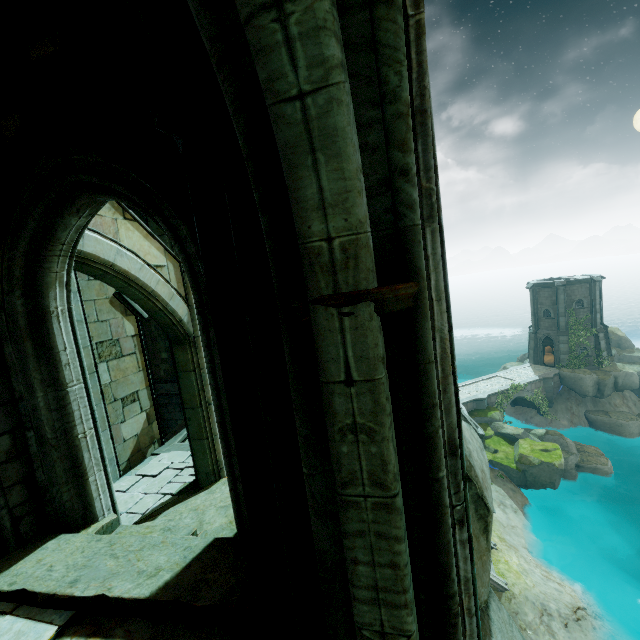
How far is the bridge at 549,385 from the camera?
33.5m

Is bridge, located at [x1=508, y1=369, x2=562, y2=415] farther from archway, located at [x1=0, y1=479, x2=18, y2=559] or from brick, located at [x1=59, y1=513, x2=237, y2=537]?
archway, located at [x1=0, y1=479, x2=18, y2=559]

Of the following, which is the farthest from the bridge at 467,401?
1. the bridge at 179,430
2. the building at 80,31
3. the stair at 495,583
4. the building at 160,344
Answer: the building at 80,31

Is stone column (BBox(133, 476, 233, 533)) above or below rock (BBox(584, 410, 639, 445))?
above

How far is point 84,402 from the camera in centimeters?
482cm

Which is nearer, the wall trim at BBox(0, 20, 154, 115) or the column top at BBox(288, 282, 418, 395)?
the column top at BBox(288, 282, 418, 395)

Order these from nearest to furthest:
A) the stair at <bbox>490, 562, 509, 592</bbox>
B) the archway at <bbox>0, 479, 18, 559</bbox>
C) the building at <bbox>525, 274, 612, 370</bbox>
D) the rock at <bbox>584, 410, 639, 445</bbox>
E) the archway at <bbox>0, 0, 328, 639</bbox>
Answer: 1. the archway at <bbox>0, 0, 328, 639</bbox>
2. the archway at <bbox>0, 479, 18, 559</bbox>
3. the stair at <bbox>490, 562, 509, 592</bbox>
4. the rock at <bbox>584, 410, 639, 445</bbox>
5. the building at <bbox>525, 274, 612, 370</bbox>

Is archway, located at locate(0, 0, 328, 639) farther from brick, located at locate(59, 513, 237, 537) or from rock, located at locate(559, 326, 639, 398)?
rock, located at locate(559, 326, 639, 398)
